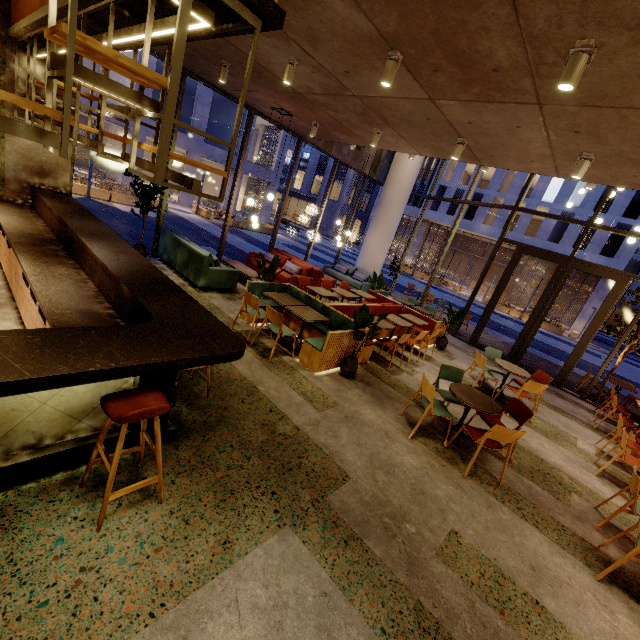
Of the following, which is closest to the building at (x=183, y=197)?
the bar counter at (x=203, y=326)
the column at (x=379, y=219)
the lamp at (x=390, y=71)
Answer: the bar counter at (x=203, y=326)

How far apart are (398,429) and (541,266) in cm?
4000

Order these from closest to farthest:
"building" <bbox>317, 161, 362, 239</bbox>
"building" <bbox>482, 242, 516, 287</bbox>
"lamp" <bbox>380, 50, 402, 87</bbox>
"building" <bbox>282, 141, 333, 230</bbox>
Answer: "lamp" <bbox>380, 50, 402, 87</bbox>, "building" <bbox>482, 242, 516, 287</bbox>, "building" <bbox>317, 161, 362, 239</bbox>, "building" <bbox>282, 141, 333, 230</bbox>

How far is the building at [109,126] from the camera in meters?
20.2

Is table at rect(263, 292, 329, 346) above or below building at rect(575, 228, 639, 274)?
below

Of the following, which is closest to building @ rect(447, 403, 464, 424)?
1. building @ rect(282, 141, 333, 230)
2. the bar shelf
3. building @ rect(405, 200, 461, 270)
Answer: the bar shelf

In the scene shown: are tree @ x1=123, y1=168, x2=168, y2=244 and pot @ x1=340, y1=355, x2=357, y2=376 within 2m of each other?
no

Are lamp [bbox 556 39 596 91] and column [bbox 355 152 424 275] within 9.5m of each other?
no
